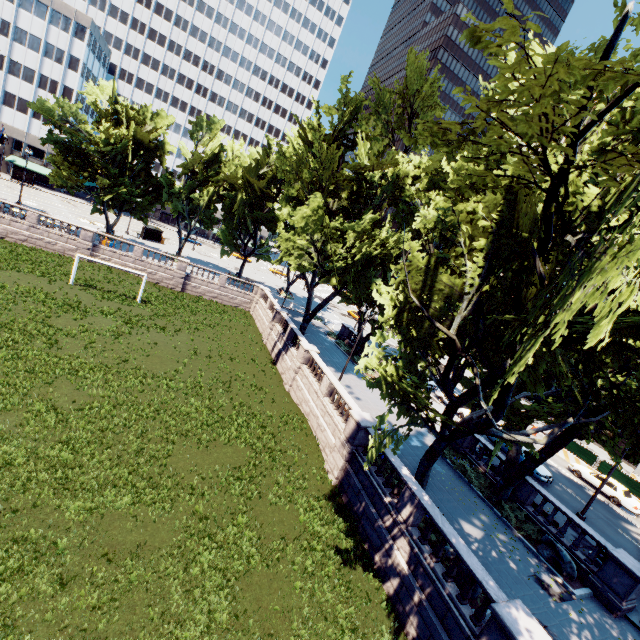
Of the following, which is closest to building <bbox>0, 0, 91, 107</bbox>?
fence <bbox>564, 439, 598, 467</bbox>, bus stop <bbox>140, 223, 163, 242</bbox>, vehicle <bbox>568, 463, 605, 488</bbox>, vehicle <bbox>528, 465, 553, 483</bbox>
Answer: bus stop <bbox>140, 223, 163, 242</bbox>

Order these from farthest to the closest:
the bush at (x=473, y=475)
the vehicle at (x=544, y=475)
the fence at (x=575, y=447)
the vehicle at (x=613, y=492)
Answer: the fence at (x=575, y=447) < the vehicle at (x=613, y=492) < the vehicle at (x=544, y=475) < the bush at (x=473, y=475)

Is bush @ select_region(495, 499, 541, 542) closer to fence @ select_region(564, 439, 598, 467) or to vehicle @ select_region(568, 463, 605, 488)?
vehicle @ select_region(568, 463, 605, 488)

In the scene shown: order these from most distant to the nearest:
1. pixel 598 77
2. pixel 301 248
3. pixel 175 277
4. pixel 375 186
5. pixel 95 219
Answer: pixel 95 219 → pixel 175 277 → pixel 301 248 → pixel 375 186 → pixel 598 77

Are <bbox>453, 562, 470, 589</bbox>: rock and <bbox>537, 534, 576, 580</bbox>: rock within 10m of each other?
yes

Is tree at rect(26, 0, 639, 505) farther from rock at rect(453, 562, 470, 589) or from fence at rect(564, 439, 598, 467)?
fence at rect(564, 439, 598, 467)

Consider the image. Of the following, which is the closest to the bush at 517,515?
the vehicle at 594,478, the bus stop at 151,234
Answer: the vehicle at 594,478

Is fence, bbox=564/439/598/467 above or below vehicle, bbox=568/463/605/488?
above
